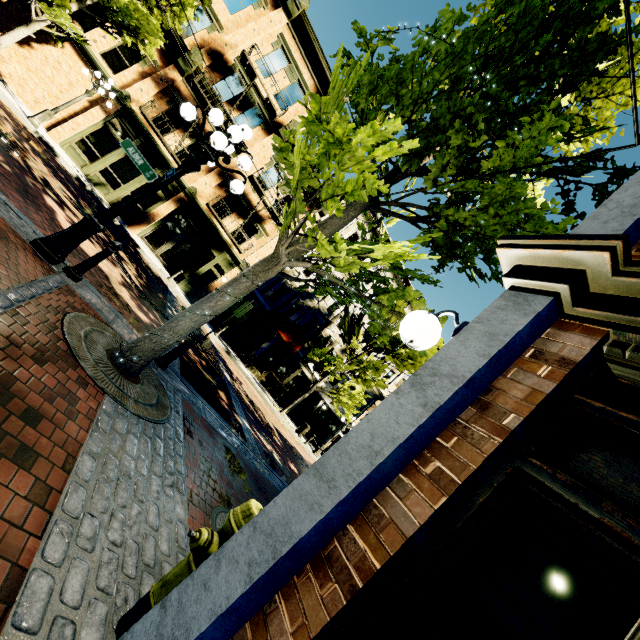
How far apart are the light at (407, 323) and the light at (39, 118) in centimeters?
1750cm

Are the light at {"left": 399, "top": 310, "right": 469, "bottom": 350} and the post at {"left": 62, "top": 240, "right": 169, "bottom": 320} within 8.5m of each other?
yes

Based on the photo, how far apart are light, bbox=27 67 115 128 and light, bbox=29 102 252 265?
12.2m

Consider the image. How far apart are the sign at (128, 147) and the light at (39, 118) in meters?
12.8 m

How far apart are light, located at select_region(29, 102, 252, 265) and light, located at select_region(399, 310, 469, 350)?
3.9 meters

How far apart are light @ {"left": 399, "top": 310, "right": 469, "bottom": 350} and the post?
4.8m

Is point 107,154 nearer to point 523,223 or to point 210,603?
point 523,223

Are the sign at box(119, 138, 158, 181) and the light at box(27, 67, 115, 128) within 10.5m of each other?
no
